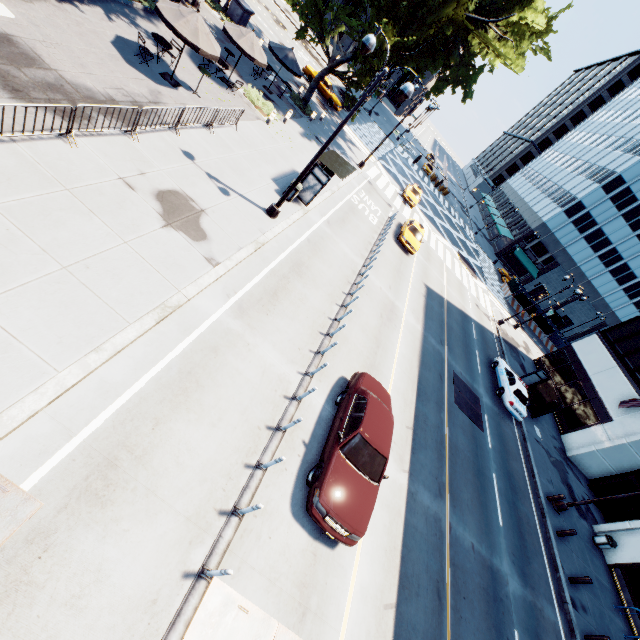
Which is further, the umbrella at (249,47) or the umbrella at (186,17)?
the umbrella at (249,47)

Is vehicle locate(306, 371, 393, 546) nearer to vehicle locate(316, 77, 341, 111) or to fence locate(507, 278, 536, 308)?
vehicle locate(316, 77, 341, 111)

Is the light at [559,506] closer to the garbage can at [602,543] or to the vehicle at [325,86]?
the garbage can at [602,543]

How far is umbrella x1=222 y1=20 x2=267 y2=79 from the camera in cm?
1694

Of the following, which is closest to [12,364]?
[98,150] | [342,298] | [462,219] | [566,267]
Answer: [98,150]

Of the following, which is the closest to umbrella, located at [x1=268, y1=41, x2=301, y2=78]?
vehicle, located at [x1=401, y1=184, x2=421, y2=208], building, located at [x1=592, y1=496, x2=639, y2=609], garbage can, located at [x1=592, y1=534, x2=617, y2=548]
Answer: vehicle, located at [x1=401, y1=184, x2=421, y2=208]

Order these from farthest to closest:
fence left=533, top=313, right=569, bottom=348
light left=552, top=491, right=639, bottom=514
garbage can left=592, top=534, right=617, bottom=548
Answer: fence left=533, top=313, right=569, bottom=348 → garbage can left=592, top=534, right=617, bottom=548 → light left=552, top=491, right=639, bottom=514

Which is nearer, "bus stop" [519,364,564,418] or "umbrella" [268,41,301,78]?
"umbrella" [268,41,301,78]
